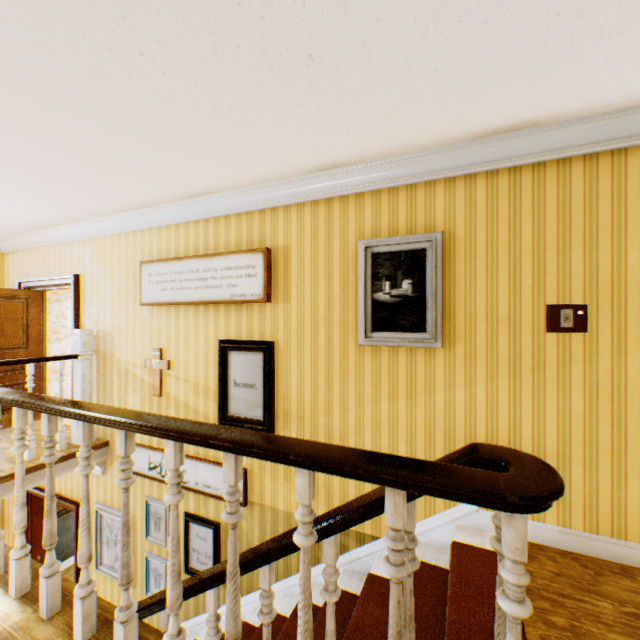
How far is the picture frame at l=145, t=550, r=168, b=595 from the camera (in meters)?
4.15

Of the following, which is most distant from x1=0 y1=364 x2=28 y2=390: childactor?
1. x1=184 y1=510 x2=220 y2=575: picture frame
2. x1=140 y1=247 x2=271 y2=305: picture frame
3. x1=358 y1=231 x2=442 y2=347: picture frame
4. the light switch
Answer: the light switch

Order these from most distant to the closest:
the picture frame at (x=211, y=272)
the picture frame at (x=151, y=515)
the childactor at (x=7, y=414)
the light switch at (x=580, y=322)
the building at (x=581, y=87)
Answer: the childactor at (x=7, y=414)
the picture frame at (x=151, y=515)
the picture frame at (x=211, y=272)
the light switch at (x=580, y=322)
the building at (x=581, y=87)

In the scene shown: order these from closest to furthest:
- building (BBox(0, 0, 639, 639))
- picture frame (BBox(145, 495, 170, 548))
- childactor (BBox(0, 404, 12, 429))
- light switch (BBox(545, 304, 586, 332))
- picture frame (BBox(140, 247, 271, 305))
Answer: building (BBox(0, 0, 639, 639))
light switch (BBox(545, 304, 586, 332))
picture frame (BBox(140, 247, 271, 305))
picture frame (BBox(145, 495, 170, 548))
childactor (BBox(0, 404, 12, 429))

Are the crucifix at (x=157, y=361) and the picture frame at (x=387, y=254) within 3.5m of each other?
yes

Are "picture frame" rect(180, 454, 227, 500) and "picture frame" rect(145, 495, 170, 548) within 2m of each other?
yes

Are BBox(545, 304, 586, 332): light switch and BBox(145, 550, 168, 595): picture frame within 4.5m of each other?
no

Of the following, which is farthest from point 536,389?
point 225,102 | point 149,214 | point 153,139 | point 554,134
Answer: point 149,214
